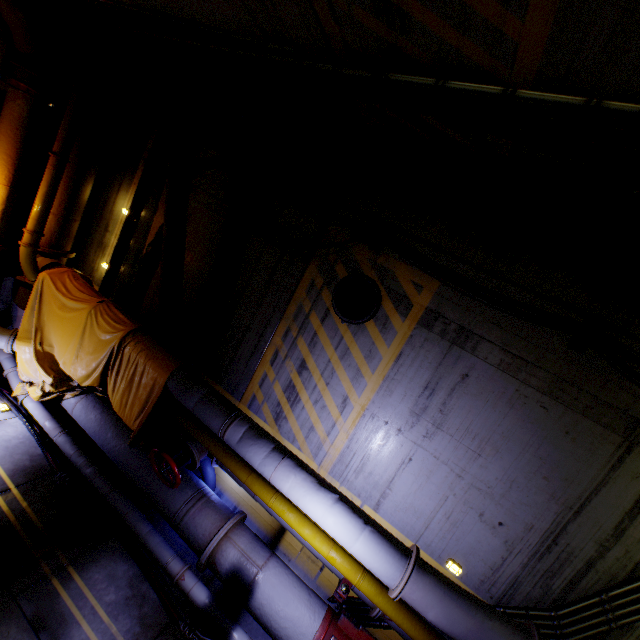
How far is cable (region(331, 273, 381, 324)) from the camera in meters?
5.1

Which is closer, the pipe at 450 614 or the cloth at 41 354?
the pipe at 450 614

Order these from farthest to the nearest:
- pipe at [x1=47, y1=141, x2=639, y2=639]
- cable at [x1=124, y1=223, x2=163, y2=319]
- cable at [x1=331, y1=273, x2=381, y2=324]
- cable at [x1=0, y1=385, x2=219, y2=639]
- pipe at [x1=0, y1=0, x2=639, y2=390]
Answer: cable at [x1=124, y1=223, x2=163, y2=319] → cable at [x1=331, y1=273, x2=381, y2=324] → cable at [x1=0, y1=385, x2=219, y2=639] → pipe at [x1=47, y1=141, x2=639, y2=639] → pipe at [x1=0, y1=0, x2=639, y2=390]

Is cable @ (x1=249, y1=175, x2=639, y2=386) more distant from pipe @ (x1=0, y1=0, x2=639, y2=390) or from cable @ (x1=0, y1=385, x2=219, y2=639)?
cable @ (x1=0, y1=385, x2=219, y2=639)

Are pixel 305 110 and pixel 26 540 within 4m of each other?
no

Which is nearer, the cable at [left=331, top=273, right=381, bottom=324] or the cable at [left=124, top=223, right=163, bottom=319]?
the cable at [left=331, top=273, right=381, bottom=324]

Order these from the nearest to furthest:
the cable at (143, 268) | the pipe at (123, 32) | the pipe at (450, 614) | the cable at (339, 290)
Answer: the pipe at (123, 32) < the pipe at (450, 614) < the cable at (339, 290) < the cable at (143, 268)

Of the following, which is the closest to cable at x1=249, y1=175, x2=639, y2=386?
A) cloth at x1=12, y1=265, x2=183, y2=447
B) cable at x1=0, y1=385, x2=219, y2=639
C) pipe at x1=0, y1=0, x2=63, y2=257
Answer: pipe at x1=0, y1=0, x2=63, y2=257
